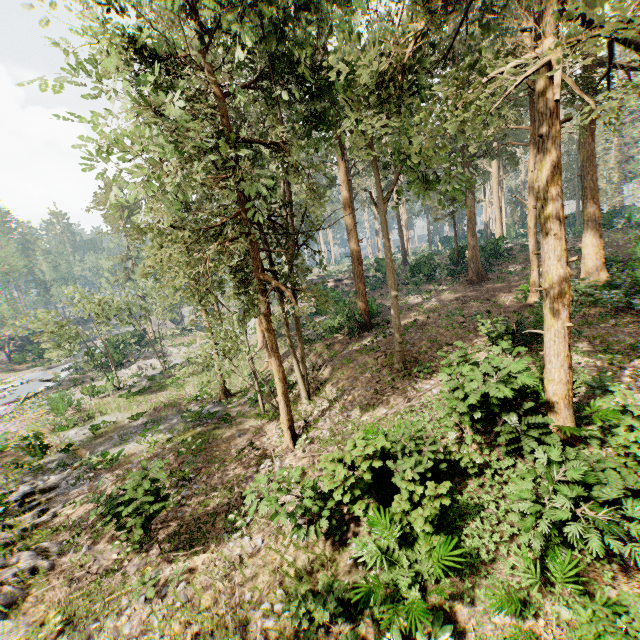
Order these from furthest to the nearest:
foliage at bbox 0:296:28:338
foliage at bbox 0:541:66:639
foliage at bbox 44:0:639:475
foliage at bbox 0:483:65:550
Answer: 1. foliage at bbox 0:296:28:338
2. foliage at bbox 0:483:65:550
3. foliage at bbox 0:541:66:639
4. foliage at bbox 44:0:639:475

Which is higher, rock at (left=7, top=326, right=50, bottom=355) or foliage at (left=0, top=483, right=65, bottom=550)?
rock at (left=7, top=326, right=50, bottom=355)

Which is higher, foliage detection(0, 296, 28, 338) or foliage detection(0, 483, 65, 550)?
foliage detection(0, 296, 28, 338)

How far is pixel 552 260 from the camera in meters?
7.7 m

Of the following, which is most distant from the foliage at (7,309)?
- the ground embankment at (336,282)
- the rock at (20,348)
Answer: the rock at (20,348)

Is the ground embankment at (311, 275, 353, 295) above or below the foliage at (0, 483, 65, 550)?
above

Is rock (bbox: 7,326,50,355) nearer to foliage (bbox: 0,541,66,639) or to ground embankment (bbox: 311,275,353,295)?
foliage (bbox: 0,541,66,639)
